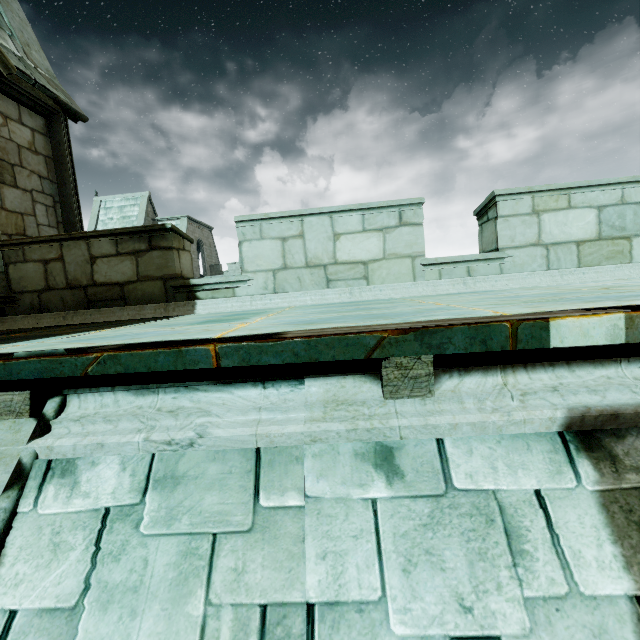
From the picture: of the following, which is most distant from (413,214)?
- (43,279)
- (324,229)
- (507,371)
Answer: (43,279)

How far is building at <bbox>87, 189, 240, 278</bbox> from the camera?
30.3 meters

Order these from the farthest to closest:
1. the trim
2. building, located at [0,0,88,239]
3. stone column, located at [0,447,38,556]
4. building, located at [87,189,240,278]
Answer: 1. building, located at [87,189,240,278]
2. building, located at [0,0,88,239]
3. the trim
4. stone column, located at [0,447,38,556]

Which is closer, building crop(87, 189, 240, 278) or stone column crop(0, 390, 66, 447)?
stone column crop(0, 390, 66, 447)

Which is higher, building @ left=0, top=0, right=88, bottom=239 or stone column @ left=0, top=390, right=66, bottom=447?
building @ left=0, top=0, right=88, bottom=239

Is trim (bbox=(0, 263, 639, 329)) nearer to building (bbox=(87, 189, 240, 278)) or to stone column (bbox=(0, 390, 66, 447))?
building (bbox=(87, 189, 240, 278))

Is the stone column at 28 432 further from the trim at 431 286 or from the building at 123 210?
the building at 123 210

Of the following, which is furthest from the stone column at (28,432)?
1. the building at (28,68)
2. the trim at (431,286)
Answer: the building at (28,68)
